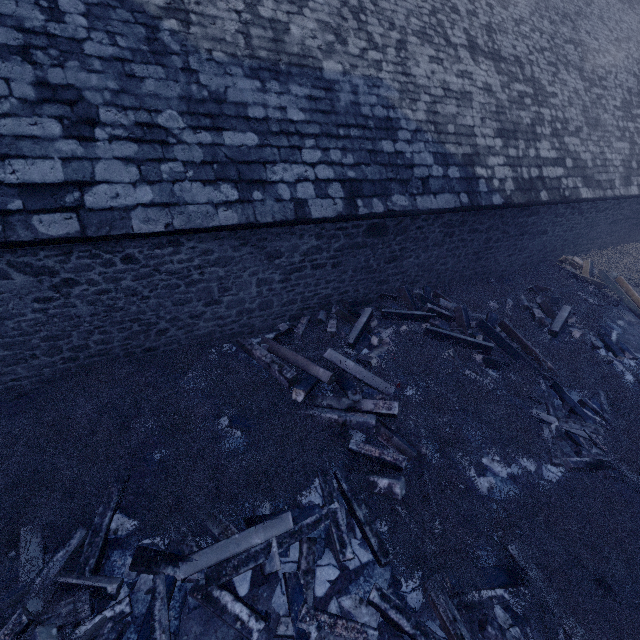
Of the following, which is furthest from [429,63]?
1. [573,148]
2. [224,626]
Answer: [224,626]

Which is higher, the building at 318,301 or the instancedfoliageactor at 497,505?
the building at 318,301

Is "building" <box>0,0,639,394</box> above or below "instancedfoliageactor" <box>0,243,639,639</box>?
above
